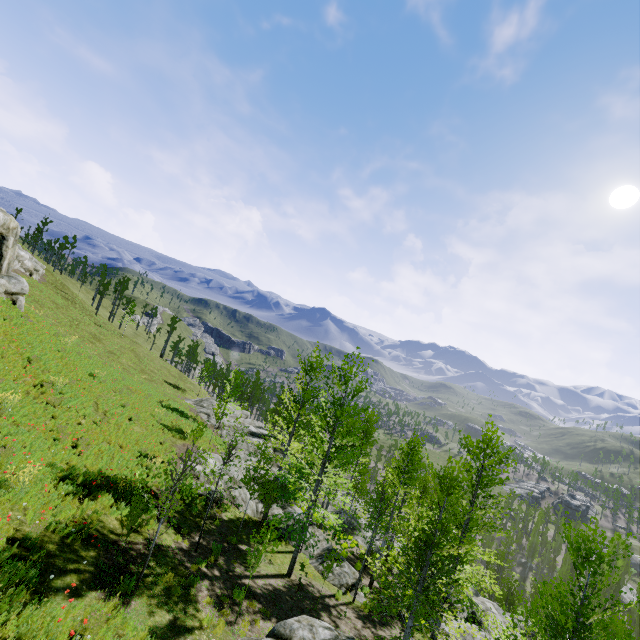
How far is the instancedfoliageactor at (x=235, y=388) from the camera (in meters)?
25.69

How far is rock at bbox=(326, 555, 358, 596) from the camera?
16.98m

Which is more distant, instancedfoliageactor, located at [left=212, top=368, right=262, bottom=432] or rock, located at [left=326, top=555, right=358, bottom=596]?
instancedfoliageactor, located at [left=212, top=368, right=262, bottom=432]

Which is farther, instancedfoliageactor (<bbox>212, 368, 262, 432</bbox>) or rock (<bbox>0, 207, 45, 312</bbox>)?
instancedfoliageactor (<bbox>212, 368, 262, 432</bbox>)

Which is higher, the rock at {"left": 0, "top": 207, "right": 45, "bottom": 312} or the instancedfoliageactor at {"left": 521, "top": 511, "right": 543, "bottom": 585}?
the rock at {"left": 0, "top": 207, "right": 45, "bottom": 312}

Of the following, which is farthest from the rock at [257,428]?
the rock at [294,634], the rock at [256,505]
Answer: the rock at [256,505]

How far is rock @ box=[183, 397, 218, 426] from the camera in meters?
32.9

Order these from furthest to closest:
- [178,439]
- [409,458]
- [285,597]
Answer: [178,439], [409,458], [285,597]
